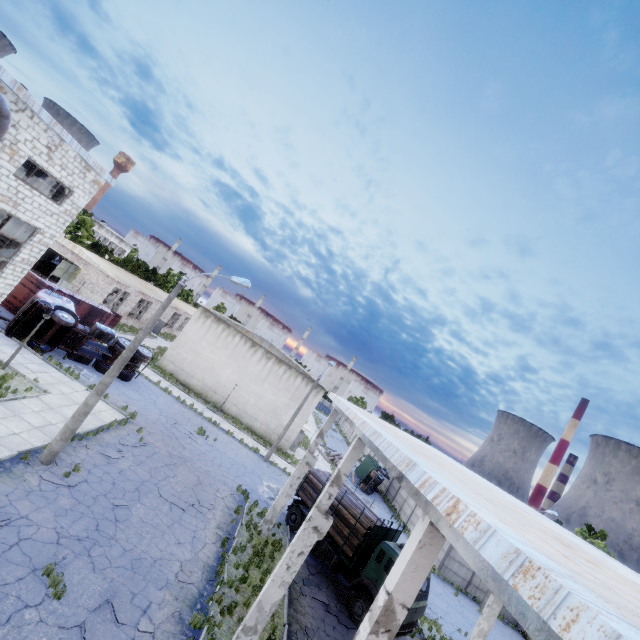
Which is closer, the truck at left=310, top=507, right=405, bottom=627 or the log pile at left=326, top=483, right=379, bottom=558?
the truck at left=310, top=507, right=405, bottom=627

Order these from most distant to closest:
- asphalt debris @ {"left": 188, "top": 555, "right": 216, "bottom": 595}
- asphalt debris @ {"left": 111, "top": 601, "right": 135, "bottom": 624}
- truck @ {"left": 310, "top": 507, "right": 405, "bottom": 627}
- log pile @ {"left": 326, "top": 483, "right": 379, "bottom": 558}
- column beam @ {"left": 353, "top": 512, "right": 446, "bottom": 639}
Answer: log pile @ {"left": 326, "top": 483, "right": 379, "bottom": 558}, truck @ {"left": 310, "top": 507, "right": 405, "bottom": 627}, asphalt debris @ {"left": 188, "top": 555, "right": 216, "bottom": 595}, asphalt debris @ {"left": 111, "top": 601, "right": 135, "bottom": 624}, column beam @ {"left": 353, "top": 512, "right": 446, "bottom": 639}

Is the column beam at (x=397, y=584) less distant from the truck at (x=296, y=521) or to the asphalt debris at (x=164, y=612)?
the asphalt debris at (x=164, y=612)

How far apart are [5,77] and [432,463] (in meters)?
18.70

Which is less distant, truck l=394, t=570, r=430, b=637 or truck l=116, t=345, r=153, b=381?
truck l=394, t=570, r=430, b=637

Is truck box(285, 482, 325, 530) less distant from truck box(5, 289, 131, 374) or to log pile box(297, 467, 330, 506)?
log pile box(297, 467, 330, 506)

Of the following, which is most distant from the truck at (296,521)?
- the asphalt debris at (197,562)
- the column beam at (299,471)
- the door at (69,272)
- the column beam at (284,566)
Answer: the door at (69,272)

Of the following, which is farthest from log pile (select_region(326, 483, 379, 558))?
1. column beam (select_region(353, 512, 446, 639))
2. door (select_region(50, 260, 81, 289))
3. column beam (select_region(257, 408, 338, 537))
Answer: door (select_region(50, 260, 81, 289))
